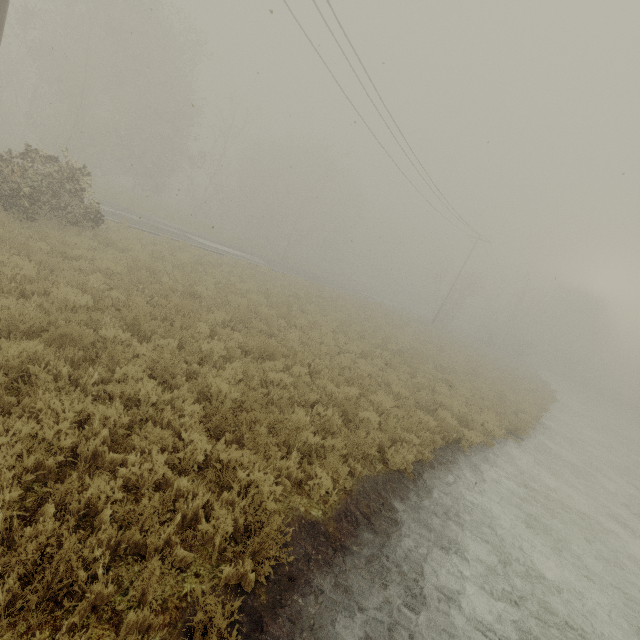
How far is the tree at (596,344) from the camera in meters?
58.6 m

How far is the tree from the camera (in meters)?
58.61

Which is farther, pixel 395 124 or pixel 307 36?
pixel 395 124
